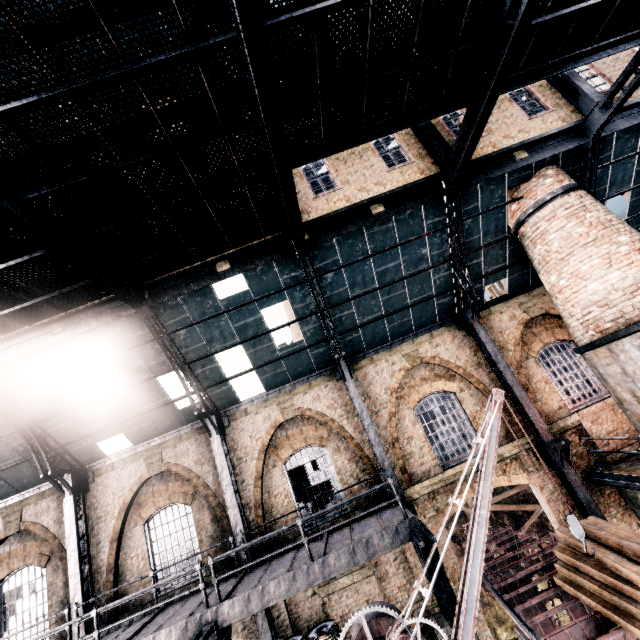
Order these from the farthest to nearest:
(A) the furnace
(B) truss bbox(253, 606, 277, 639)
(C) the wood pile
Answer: (B) truss bbox(253, 606, 277, 639) < (A) the furnace < (C) the wood pile

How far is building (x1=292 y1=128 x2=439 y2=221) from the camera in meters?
11.7 m

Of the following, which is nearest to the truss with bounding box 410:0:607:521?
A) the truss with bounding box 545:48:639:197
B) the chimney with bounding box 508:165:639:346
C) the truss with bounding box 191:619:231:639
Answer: the chimney with bounding box 508:165:639:346

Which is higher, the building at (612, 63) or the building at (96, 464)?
the building at (612, 63)

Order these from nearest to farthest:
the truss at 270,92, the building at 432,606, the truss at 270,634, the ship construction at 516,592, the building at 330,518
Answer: the truss at 270,92 → the ship construction at 516,592 → the truss at 270,634 → the building at 432,606 → the building at 330,518

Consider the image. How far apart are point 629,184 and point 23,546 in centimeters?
2966cm

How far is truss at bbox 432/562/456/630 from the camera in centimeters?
791cm
